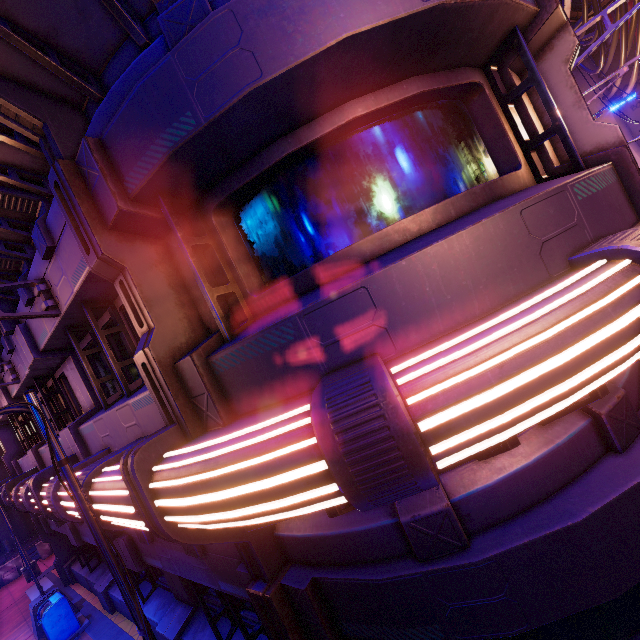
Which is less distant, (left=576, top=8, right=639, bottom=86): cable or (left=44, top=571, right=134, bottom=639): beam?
(left=44, top=571, right=134, bottom=639): beam

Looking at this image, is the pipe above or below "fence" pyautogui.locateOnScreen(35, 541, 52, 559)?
above

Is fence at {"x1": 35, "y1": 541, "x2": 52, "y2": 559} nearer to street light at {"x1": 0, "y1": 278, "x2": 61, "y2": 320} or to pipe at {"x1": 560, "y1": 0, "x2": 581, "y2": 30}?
street light at {"x1": 0, "y1": 278, "x2": 61, "y2": 320}

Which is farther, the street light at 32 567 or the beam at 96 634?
the street light at 32 567

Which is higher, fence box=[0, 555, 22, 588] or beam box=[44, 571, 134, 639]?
fence box=[0, 555, 22, 588]

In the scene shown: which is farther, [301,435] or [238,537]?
[238,537]

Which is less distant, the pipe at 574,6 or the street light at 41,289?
the street light at 41,289

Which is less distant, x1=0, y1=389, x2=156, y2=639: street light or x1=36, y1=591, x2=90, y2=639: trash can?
x1=0, y1=389, x2=156, y2=639: street light
